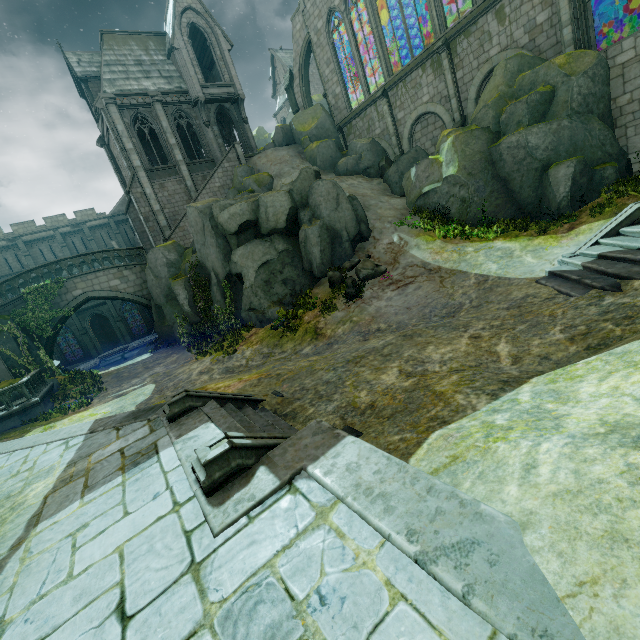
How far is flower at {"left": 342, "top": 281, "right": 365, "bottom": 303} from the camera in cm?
1417

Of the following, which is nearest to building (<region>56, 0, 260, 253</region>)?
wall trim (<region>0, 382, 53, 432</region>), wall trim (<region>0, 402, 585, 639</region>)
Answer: wall trim (<region>0, 382, 53, 432</region>)

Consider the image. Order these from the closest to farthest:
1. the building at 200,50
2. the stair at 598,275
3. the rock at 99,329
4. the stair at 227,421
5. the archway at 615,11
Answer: the stair at 227,421
the stair at 598,275
the archway at 615,11
the building at 200,50
the rock at 99,329

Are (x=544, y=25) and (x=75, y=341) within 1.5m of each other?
no

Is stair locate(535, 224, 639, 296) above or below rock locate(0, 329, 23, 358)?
below

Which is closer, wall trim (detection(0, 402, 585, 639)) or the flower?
wall trim (detection(0, 402, 585, 639))

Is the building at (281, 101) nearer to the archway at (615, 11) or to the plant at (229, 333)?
the archway at (615, 11)

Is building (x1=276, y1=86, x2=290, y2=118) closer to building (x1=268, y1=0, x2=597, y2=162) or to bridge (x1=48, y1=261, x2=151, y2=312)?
building (x1=268, y1=0, x2=597, y2=162)
